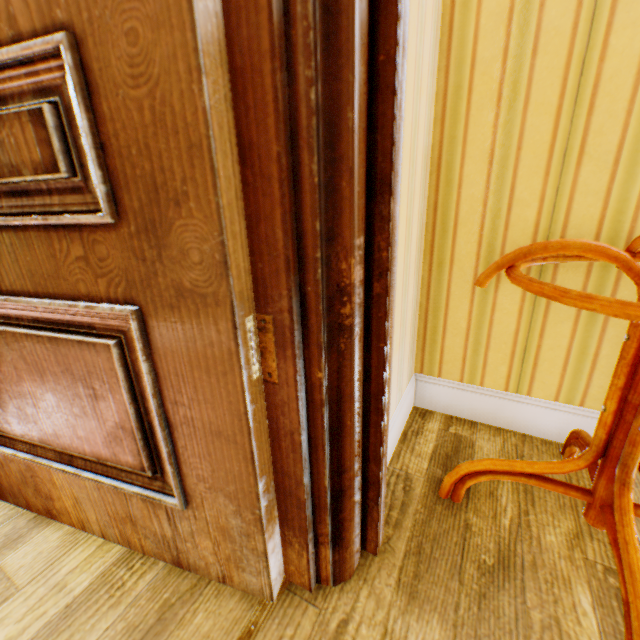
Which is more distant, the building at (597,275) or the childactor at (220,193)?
the building at (597,275)

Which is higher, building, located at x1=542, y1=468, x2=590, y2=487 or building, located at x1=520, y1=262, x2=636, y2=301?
building, located at x1=520, y1=262, x2=636, y2=301

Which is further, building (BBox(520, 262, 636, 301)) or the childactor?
building (BBox(520, 262, 636, 301))

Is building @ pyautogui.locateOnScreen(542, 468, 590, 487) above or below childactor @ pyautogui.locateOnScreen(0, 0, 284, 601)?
below

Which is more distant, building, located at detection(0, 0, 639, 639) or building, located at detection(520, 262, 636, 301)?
building, located at detection(520, 262, 636, 301)

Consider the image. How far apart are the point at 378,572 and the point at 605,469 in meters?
0.6
